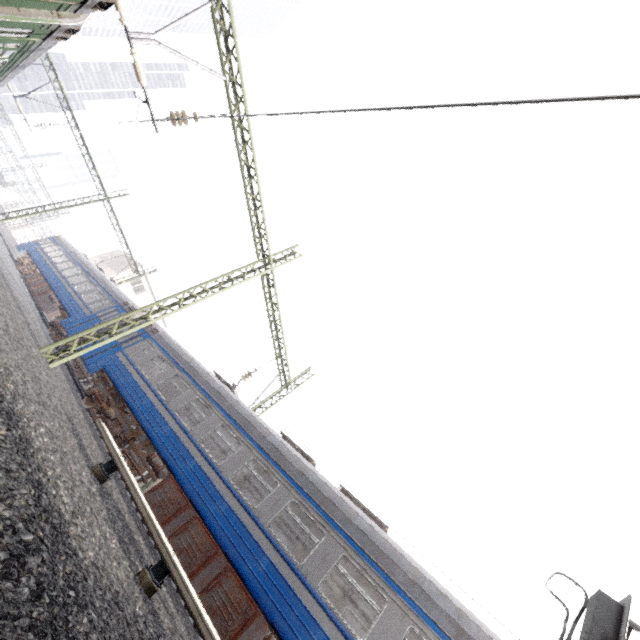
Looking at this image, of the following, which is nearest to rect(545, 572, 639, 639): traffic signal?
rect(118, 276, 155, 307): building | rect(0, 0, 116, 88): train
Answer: rect(118, 276, 155, 307): building

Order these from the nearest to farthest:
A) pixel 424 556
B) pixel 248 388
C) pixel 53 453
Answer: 1. pixel 53 453
2. pixel 424 556
3. pixel 248 388

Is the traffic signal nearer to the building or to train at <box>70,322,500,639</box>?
train at <box>70,322,500,639</box>

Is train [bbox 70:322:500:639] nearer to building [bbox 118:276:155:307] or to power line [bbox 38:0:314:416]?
power line [bbox 38:0:314:416]

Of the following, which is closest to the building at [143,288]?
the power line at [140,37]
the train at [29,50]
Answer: the power line at [140,37]

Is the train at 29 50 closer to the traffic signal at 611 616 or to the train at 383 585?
the train at 383 585

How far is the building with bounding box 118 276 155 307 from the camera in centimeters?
3959cm

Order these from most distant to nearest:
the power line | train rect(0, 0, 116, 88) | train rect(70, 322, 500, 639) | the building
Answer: the building → the power line → train rect(70, 322, 500, 639) → train rect(0, 0, 116, 88)
